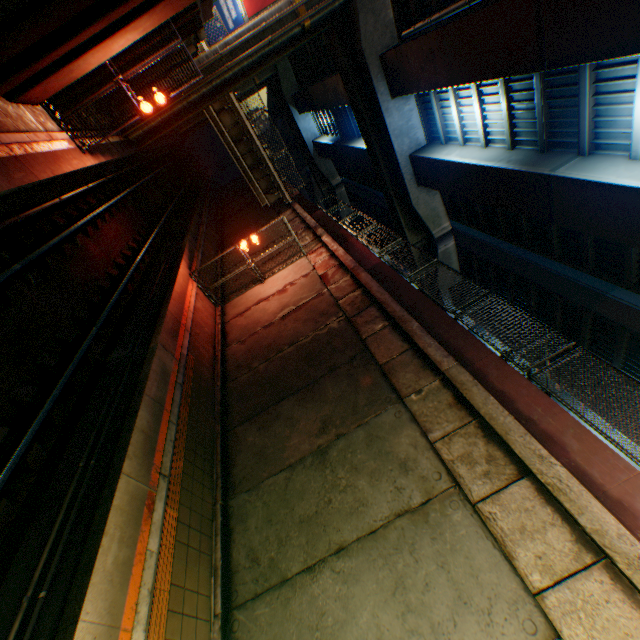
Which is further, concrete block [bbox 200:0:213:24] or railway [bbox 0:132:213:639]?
concrete block [bbox 200:0:213:24]

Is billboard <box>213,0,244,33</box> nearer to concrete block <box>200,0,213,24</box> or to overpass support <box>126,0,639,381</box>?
overpass support <box>126,0,639,381</box>

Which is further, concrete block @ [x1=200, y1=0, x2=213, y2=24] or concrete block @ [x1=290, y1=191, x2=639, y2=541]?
concrete block @ [x1=200, y1=0, x2=213, y2=24]

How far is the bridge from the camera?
19.92m

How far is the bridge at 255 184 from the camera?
19.9m

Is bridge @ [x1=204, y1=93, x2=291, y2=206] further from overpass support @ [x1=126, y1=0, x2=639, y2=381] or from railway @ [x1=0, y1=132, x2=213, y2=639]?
railway @ [x1=0, y1=132, x2=213, y2=639]

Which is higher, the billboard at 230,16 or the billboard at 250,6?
the billboard at 250,6

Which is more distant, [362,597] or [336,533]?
[336,533]
